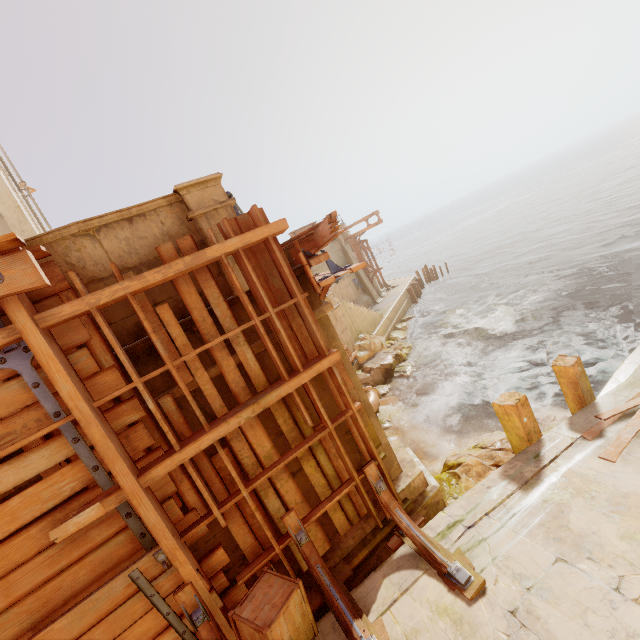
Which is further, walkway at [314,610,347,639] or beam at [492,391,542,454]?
→ beam at [492,391,542,454]

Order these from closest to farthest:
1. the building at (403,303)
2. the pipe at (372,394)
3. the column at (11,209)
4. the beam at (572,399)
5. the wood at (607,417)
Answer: the wood at (607,417), the beam at (572,399), the pipe at (372,394), the column at (11,209), the building at (403,303)

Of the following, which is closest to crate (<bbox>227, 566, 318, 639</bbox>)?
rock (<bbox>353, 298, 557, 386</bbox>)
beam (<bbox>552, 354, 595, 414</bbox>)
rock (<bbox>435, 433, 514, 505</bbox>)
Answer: rock (<bbox>435, 433, 514, 505</bbox>)

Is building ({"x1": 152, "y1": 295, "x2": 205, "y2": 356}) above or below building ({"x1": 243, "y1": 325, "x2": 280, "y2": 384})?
above

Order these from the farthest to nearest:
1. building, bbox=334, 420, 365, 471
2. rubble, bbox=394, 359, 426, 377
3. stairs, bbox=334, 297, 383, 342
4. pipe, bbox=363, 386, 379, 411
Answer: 1. stairs, bbox=334, 297, 383, 342
2. rubble, bbox=394, 359, 426, 377
3. pipe, bbox=363, 386, 379, 411
4. building, bbox=334, 420, 365, 471

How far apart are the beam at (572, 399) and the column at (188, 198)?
6.1 meters

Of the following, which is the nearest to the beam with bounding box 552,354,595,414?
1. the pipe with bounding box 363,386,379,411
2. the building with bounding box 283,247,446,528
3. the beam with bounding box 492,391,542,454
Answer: the beam with bounding box 492,391,542,454

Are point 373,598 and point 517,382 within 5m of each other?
no
